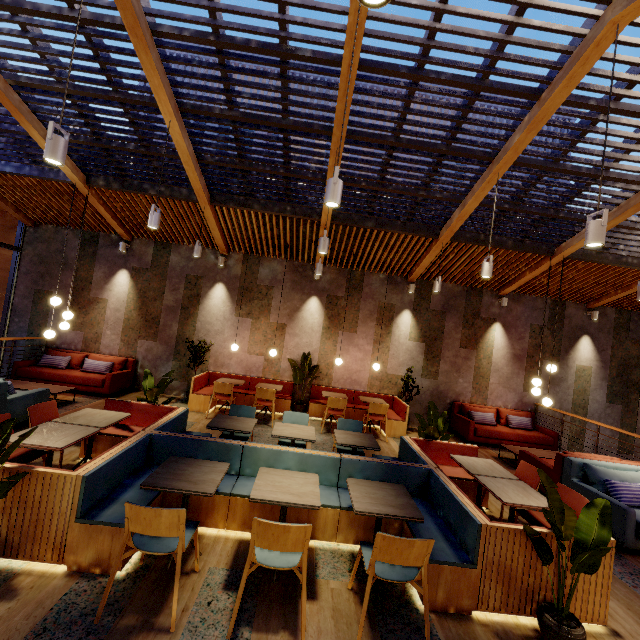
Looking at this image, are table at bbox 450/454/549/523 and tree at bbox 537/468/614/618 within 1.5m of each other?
yes

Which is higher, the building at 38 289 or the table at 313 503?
the building at 38 289

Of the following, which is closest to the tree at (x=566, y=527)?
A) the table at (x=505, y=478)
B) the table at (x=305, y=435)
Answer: the table at (x=505, y=478)

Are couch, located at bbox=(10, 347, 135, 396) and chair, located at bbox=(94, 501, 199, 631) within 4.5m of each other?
no

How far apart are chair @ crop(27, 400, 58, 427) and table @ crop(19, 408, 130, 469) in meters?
0.2

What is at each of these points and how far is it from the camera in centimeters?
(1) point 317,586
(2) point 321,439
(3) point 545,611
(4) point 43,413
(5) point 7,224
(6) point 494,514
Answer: (1) building, 293cm
(2) building, 695cm
(3) pot, 268cm
(4) chair, 427cm
(5) building, 884cm
(6) building, 471cm

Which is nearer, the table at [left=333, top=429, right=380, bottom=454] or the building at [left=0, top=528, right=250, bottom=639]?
the building at [left=0, top=528, right=250, bottom=639]

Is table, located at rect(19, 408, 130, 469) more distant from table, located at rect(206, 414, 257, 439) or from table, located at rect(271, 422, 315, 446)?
table, located at rect(271, 422, 315, 446)
